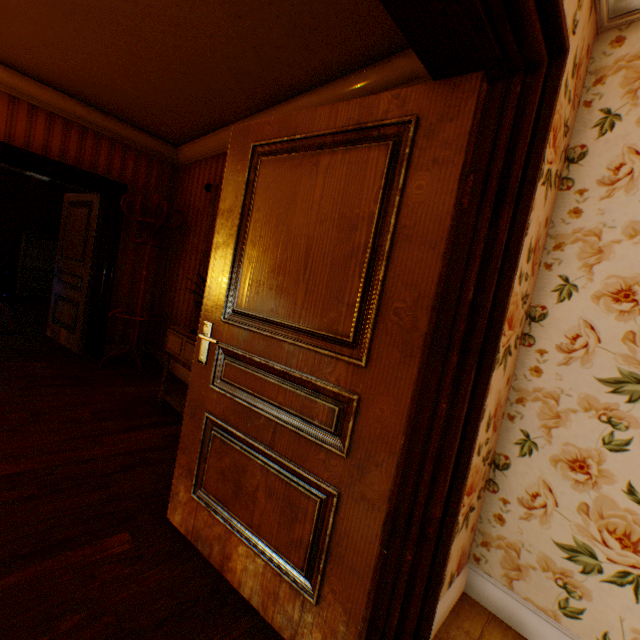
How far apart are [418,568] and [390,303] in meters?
1.0 m

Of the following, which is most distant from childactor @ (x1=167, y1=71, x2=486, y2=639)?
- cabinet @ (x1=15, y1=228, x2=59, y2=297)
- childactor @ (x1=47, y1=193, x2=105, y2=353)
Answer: cabinet @ (x1=15, y1=228, x2=59, y2=297)

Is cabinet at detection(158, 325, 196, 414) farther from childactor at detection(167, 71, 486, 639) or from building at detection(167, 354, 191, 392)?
childactor at detection(167, 71, 486, 639)

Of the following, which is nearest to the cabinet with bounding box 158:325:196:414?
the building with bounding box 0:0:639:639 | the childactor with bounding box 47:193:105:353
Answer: the building with bounding box 0:0:639:639

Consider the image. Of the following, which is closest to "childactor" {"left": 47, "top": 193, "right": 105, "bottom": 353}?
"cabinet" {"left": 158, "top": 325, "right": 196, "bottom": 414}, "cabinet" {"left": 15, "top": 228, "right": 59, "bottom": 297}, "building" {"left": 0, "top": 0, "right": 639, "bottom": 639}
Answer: "building" {"left": 0, "top": 0, "right": 639, "bottom": 639}

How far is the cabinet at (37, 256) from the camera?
7.52m

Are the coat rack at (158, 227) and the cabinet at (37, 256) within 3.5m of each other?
no
